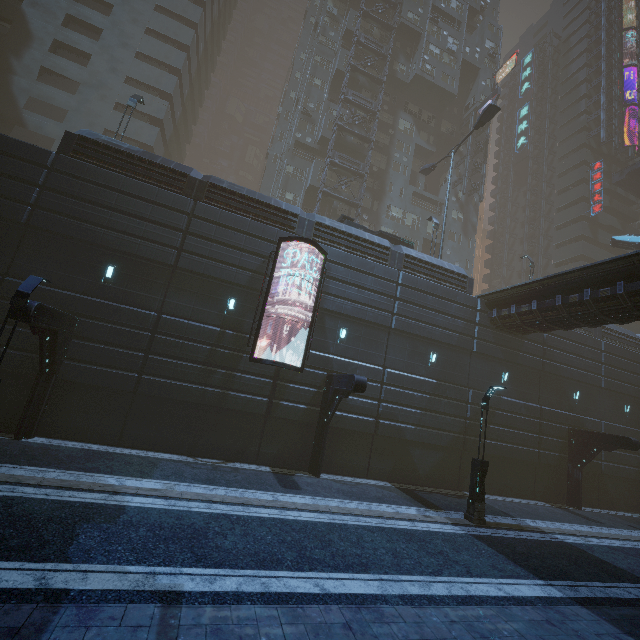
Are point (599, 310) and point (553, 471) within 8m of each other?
no

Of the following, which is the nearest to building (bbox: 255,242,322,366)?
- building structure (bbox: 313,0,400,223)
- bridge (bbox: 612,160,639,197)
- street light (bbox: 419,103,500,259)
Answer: building structure (bbox: 313,0,400,223)

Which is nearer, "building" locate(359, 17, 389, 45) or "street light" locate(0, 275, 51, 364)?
"street light" locate(0, 275, 51, 364)

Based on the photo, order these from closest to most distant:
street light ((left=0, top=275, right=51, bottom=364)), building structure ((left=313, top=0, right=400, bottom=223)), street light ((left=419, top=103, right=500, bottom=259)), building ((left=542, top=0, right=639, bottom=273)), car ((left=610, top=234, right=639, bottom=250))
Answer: street light ((left=0, top=275, right=51, bottom=364)), street light ((left=419, top=103, right=500, bottom=259)), car ((left=610, top=234, right=639, bottom=250)), building structure ((left=313, top=0, right=400, bottom=223)), building ((left=542, top=0, right=639, bottom=273))

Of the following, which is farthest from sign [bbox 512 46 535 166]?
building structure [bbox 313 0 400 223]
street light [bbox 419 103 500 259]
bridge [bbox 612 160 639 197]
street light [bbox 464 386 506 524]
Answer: street light [bbox 464 386 506 524]

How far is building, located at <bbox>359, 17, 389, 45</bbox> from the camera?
38.19m

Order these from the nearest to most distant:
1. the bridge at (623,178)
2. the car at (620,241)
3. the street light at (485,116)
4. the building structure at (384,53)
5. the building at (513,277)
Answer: the street light at (485,116) → the car at (620,241) → the building structure at (384,53) → the bridge at (623,178) → the building at (513,277)

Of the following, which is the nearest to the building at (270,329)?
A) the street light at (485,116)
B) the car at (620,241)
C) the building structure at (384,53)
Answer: the building structure at (384,53)
